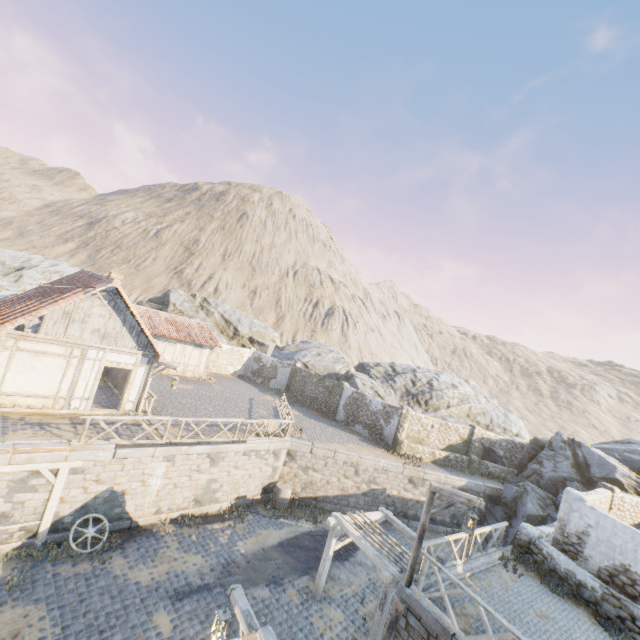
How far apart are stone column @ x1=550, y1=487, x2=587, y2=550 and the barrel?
11.6m

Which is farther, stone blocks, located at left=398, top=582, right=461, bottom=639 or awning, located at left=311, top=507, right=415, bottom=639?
awning, located at left=311, top=507, right=415, bottom=639

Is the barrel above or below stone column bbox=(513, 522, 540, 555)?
Result: below

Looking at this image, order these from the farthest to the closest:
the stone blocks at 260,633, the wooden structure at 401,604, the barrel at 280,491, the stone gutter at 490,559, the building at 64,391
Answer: the barrel at 280,491, the building at 64,391, the stone gutter at 490,559, the wooden structure at 401,604, the stone blocks at 260,633

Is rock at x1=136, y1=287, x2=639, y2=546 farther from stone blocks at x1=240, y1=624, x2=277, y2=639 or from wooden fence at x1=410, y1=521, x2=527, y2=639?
wooden fence at x1=410, y1=521, x2=527, y2=639

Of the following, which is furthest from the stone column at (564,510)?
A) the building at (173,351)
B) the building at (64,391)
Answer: the building at (173,351)

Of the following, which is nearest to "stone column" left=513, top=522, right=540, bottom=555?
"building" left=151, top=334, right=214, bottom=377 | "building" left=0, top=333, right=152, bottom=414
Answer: "building" left=0, top=333, right=152, bottom=414

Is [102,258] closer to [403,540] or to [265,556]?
[265,556]
